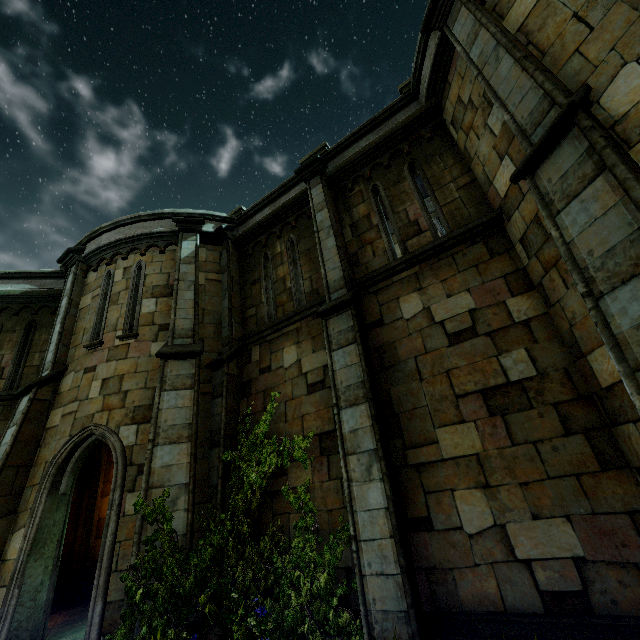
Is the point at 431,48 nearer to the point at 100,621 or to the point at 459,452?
the point at 459,452
